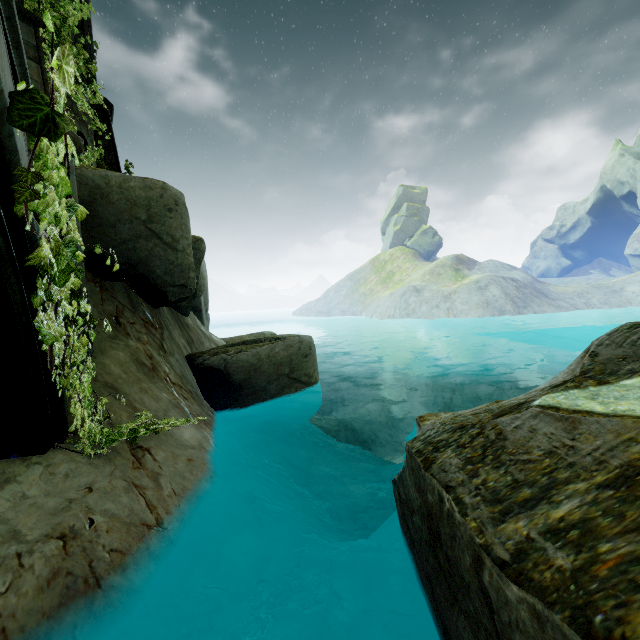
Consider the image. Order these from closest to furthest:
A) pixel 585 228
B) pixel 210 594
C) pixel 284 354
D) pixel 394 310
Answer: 1. pixel 210 594
2. pixel 284 354
3. pixel 394 310
4. pixel 585 228

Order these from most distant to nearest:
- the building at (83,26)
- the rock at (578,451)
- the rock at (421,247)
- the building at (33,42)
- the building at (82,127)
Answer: the rock at (421,247), the building at (83,26), the building at (82,127), the building at (33,42), the rock at (578,451)

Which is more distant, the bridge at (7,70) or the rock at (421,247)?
the rock at (421,247)

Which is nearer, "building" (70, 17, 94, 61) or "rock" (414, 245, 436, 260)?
"building" (70, 17, 94, 61)

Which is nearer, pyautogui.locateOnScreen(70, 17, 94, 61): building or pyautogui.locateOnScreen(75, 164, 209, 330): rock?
pyautogui.locateOnScreen(75, 164, 209, 330): rock

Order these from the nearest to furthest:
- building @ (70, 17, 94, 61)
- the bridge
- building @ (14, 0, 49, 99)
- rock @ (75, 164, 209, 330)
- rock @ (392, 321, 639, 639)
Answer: rock @ (392, 321, 639, 639) → the bridge → rock @ (75, 164, 209, 330) → building @ (14, 0, 49, 99) → building @ (70, 17, 94, 61)

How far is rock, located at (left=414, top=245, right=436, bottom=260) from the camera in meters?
59.2
